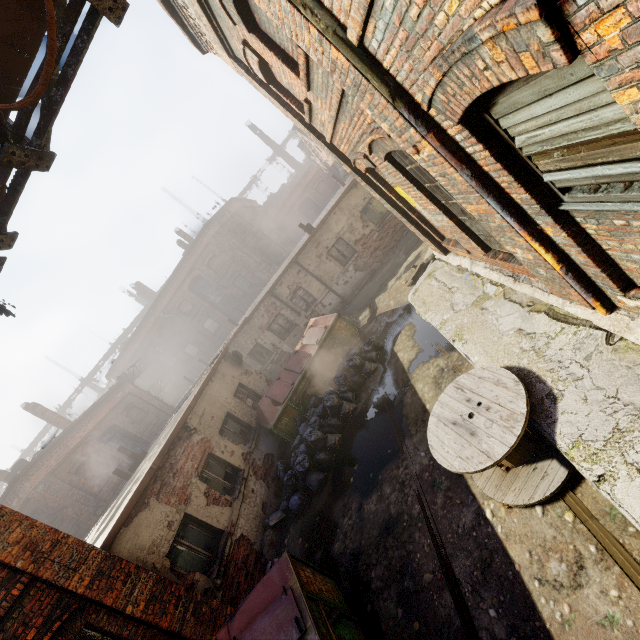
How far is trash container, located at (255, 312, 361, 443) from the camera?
10.0 meters

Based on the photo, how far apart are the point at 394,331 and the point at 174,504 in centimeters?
748cm

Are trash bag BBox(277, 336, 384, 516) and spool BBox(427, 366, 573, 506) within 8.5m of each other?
yes

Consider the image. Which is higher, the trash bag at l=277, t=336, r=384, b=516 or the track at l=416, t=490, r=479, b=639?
the trash bag at l=277, t=336, r=384, b=516

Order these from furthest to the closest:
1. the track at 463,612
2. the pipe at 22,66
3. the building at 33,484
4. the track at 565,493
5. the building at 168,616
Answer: the building at 33,484 < the building at 168,616 < the track at 463,612 < the track at 565,493 < the pipe at 22,66

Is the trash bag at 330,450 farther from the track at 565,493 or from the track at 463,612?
the track at 565,493

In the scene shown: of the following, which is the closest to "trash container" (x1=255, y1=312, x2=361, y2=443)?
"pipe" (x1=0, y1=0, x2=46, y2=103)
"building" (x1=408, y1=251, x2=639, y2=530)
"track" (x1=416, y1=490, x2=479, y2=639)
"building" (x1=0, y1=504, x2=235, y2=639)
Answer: "building" (x1=408, y1=251, x2=639, y2=530)

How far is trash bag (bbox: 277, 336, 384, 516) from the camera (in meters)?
8.09
